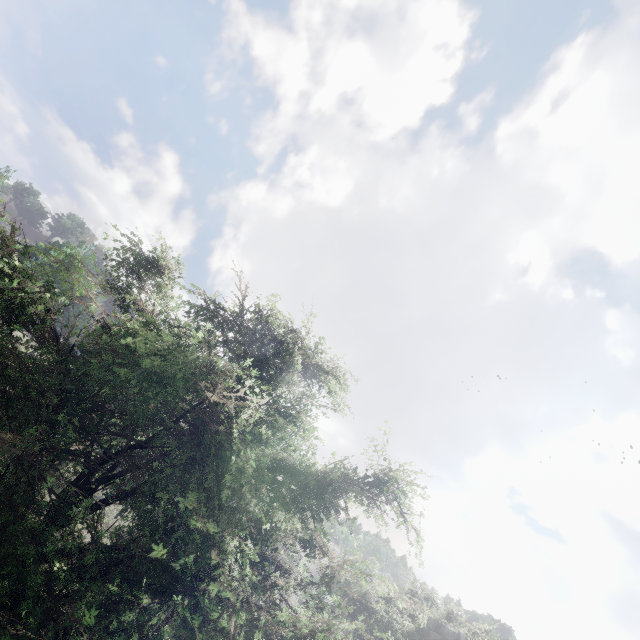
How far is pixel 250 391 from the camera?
4.2m
